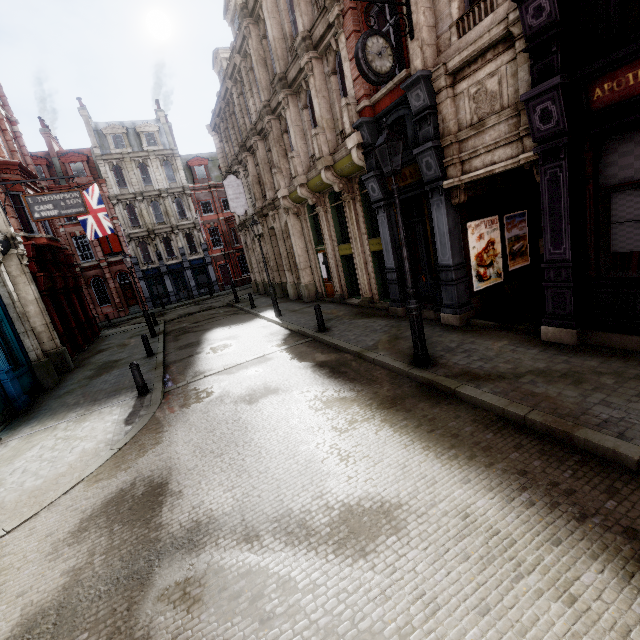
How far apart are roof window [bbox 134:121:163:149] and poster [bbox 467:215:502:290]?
38.56m

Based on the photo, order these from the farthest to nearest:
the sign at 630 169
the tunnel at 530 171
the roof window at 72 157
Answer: the roof window at 72 157, the tunnel at 530 171, the sign at 630 169

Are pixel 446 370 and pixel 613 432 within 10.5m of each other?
yes

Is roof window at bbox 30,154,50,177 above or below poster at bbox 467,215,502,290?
above

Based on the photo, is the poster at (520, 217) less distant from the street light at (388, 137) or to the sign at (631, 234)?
the sign at (631, 234)

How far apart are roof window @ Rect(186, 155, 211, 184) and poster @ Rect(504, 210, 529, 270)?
37.1m

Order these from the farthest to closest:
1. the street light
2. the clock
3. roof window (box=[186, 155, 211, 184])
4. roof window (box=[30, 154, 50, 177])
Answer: roof window (box=[186, 155, 211, 184]), roof window (box=[30, 154, 50, 177]), the clock, the street light

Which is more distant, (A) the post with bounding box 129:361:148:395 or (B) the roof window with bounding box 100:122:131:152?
(B) the roof window with bounding box 100:122:131:152
